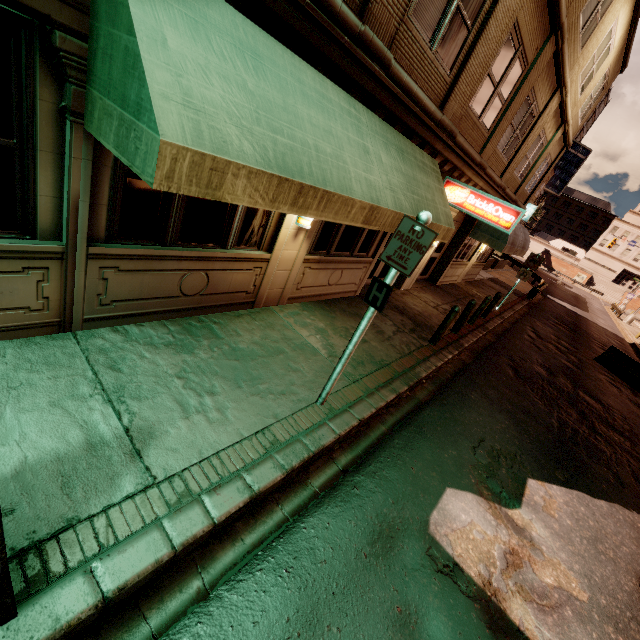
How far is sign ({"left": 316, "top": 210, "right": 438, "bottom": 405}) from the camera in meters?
3.6

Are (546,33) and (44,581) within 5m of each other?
no

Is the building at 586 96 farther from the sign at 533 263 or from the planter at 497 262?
the planter at 497 262

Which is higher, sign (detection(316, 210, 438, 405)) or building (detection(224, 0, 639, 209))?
building (detection(224, 0, 639, 209))

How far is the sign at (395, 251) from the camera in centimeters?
363cm

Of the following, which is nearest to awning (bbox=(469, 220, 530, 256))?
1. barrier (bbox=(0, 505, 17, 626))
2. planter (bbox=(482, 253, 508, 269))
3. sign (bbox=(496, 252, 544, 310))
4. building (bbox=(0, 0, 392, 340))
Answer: building (bbox=(0, 0, 392, 340))

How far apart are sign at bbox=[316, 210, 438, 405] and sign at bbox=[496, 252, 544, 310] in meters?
13.8

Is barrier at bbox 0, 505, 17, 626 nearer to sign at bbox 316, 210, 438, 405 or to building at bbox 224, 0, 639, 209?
building at bbox 224, 0, 639, 209
